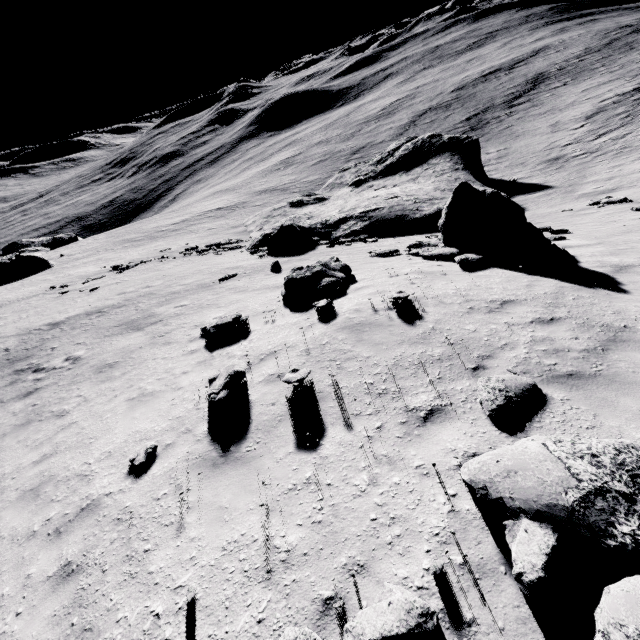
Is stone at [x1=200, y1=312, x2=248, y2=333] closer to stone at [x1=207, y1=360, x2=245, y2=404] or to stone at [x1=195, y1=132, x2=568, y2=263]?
stone at [x1=207, y1=360, x2=245, y2=404]

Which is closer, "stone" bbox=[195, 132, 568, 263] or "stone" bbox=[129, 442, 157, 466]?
"stone" bbox=[129, 442, 157, 466]

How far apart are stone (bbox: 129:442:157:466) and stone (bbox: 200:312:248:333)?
4.1 meters

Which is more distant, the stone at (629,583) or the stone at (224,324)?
the stone at (224,324)

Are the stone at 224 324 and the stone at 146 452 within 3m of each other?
no

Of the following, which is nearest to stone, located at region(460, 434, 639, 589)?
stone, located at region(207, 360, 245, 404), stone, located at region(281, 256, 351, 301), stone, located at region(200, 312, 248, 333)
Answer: stone, located at region(207, 360, 245, 404)

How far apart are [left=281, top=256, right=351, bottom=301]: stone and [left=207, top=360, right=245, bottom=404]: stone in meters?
3.4

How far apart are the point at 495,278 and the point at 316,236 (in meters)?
17.24
